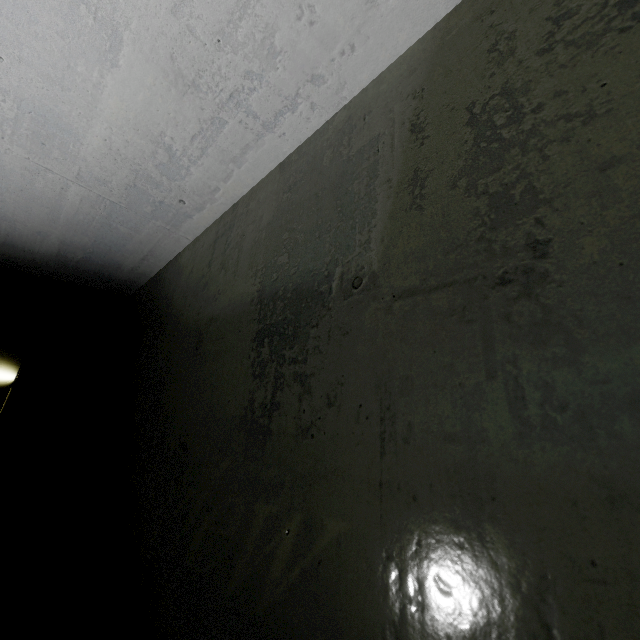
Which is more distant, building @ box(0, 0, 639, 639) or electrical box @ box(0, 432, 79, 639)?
electrical box @ box(0, 432, 79, 639)

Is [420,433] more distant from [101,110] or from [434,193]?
[101,110]

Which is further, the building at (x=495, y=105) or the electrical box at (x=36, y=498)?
the electrical box at (x=36, y=498)
